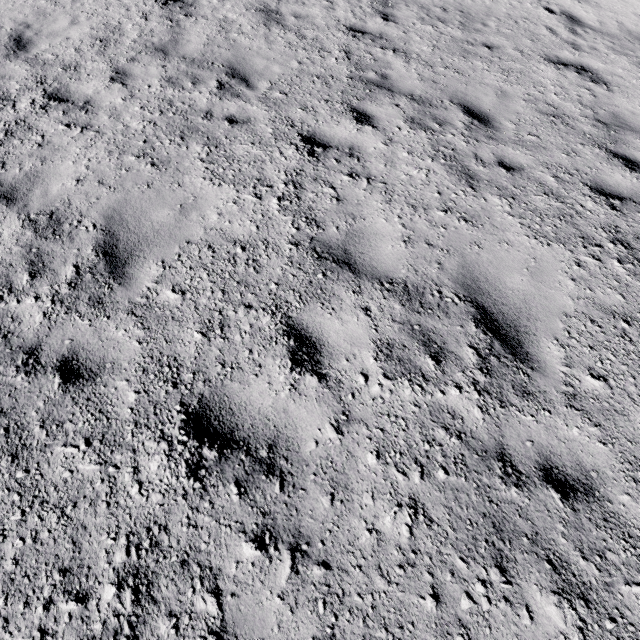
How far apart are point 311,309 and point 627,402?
2.98m
